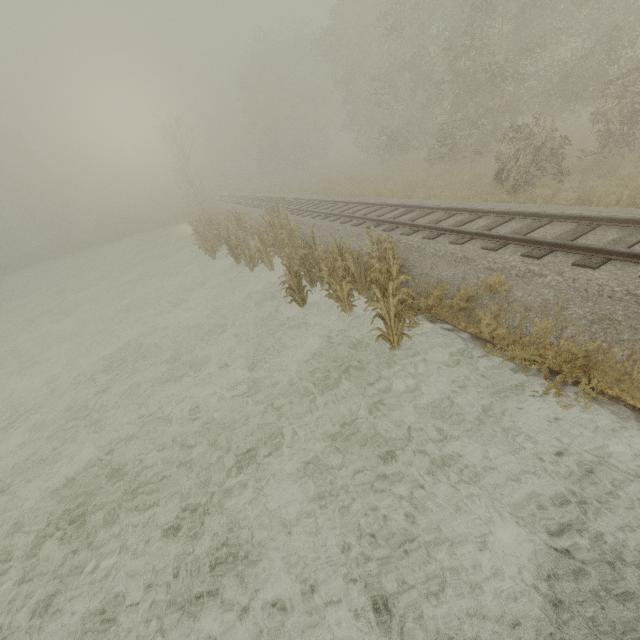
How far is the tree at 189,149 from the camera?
27.8 meters

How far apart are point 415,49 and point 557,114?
9.21m

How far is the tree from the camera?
27.8 meters
